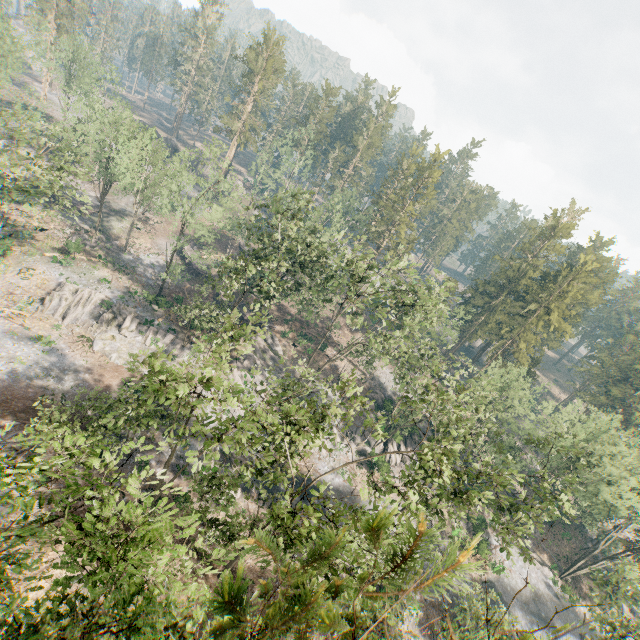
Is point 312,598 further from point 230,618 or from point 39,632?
point 230,618

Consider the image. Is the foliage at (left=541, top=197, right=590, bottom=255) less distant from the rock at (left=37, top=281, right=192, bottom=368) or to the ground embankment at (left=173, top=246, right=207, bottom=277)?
the rock at (left=37, top=281, right=192, bottom=368)

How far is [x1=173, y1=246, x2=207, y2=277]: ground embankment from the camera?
55.37m

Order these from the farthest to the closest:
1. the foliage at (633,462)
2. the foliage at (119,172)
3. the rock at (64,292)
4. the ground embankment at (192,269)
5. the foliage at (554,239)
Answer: the foliage at (554,239) < the ground embankment at (192,269) < the rock at (64,292) < the foliage at (119,172) < the foliage at (633,462)

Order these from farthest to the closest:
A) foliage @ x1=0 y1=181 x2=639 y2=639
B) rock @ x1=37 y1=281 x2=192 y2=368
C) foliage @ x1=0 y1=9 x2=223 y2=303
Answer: rock @ x1=37 y1=281 x2=192 y2=368 → foliage @ x1=0 y1=9 x2=223 y2=303 → foliage @ x1=0 y1=181 x2=639 y2=639

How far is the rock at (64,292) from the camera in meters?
37.8
